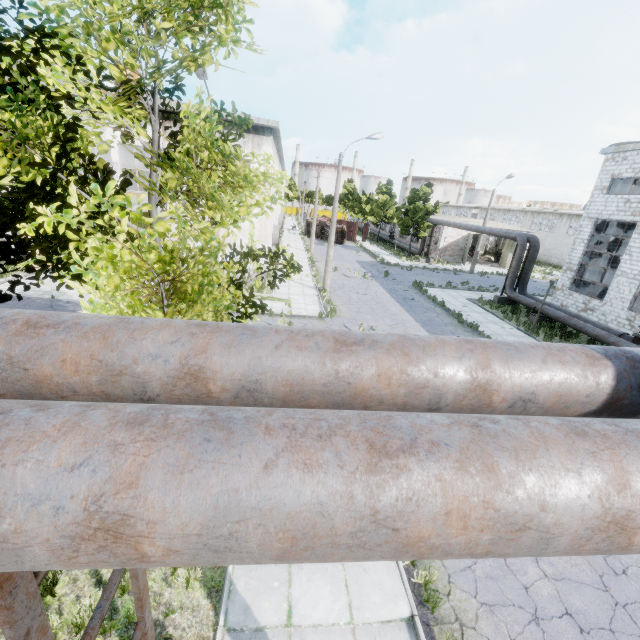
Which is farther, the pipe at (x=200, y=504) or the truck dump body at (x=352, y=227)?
the truck dump body at (x=352, y=227)

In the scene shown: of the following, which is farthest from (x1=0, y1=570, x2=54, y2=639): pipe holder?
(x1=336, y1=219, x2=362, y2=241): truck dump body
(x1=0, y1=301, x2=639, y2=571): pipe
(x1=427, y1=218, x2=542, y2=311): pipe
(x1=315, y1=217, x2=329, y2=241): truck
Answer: (x1=336, y1=219, x2=362, y2=241): truck dump body

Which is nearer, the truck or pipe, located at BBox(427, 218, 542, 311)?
pipe, located at BBox(427, 218, 542, 311)

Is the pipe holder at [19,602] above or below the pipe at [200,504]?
below

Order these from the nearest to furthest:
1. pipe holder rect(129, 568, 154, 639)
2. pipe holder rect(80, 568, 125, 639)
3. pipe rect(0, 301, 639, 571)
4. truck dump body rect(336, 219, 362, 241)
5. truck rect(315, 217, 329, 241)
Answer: pipe rect(0, 301, 639, 571) < pipe holder rect(80, 568, 125, 639) < pipe holder rect(129, 568, 154, 639) < truck rect(315, 217, 329, 241) < truck dump body rect(336, 219, 362, 241)

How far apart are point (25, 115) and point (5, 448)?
4.9m

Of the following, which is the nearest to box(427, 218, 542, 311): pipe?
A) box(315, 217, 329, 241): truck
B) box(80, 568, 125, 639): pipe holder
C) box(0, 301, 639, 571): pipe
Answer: box(0, 301, 639, 571): pipe

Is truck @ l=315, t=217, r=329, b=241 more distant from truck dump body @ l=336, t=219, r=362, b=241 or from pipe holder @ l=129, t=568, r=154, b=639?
pipe holder @ l=129, t=568, r=154, b=639
